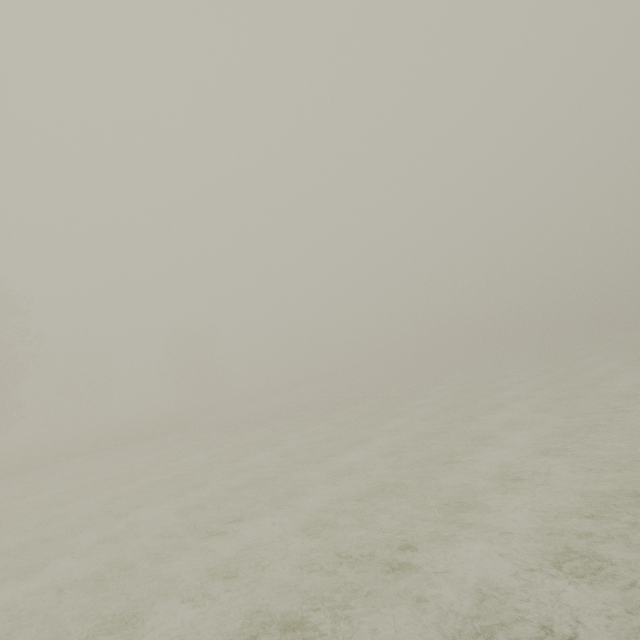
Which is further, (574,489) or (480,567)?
(574,489)
